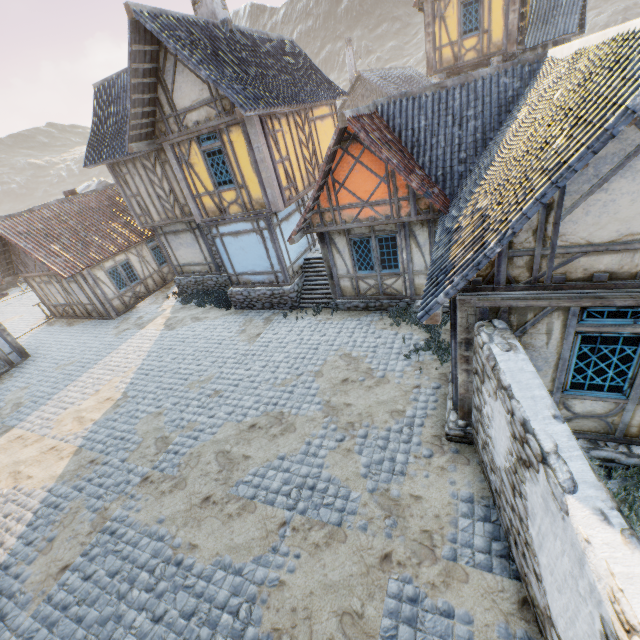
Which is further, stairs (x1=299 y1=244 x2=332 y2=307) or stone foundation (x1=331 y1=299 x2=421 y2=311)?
stairs (x1=299 y1=244 x2=332 y2=307)

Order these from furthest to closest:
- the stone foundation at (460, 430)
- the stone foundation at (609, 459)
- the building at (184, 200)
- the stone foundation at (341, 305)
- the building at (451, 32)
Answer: the building at (451, 32), the stone foundation at (341, 305), the building at (184, 200), the stone foundation at (460, 430), the stone foundation at (609, 459)

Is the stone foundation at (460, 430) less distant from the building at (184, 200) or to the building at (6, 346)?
the building at (184, 200)

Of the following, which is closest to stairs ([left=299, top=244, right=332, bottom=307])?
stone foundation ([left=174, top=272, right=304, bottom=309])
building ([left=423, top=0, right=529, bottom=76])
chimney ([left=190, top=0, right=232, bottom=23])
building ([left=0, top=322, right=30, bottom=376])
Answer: stone foundation ([left=174, top=272, right=304, bottom=309])

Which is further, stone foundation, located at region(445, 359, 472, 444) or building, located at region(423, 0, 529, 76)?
building, located at region(423, 0, 529, 76)

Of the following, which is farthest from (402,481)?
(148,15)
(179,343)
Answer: (148,15)

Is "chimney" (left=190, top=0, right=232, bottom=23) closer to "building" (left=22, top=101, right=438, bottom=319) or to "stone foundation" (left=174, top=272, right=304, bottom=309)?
"building" (left=22, top=101, right=438, bottom=319)

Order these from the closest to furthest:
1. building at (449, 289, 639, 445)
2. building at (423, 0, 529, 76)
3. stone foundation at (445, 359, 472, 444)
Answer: building at (449, 289, 639, 445)
stone foundation at (445, 359, 472, 444)
building at (423, 0, 529, 76)
